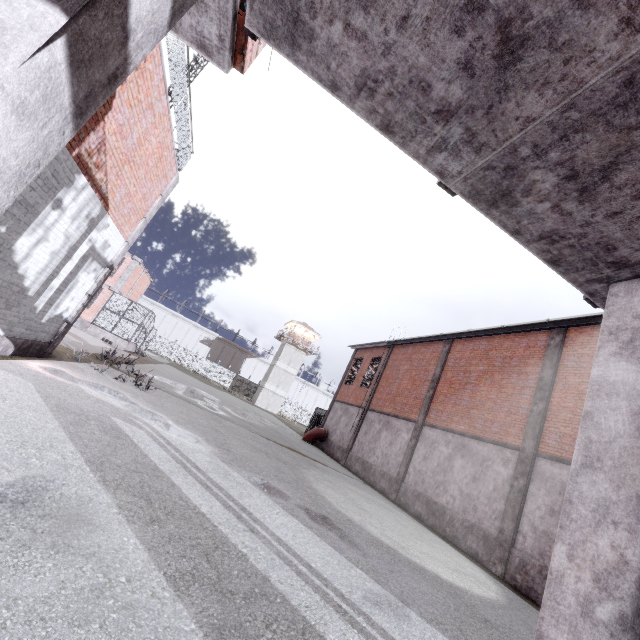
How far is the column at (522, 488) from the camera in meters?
10.2 m

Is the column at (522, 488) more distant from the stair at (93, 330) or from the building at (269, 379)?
the building at (269, 379)

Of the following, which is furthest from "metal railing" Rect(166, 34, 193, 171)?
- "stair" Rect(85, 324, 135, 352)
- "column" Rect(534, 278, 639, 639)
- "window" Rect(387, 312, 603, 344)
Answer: "stair" Rect(85, 324, 135, 352)

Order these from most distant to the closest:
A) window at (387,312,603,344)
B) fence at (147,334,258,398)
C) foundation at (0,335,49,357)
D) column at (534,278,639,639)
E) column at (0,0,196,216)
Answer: fence at (147,334,258,398)
window at (387,312,603,344)
foundation at (0,335,49,357)
column at (534,278,639,639)
column at (0,0,196,216)

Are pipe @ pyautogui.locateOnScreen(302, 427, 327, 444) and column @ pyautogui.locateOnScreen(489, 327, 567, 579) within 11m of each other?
no

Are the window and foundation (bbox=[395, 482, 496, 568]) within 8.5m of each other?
yes

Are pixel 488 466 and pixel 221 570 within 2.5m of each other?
no

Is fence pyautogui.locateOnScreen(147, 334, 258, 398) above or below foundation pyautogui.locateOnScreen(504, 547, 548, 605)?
above
